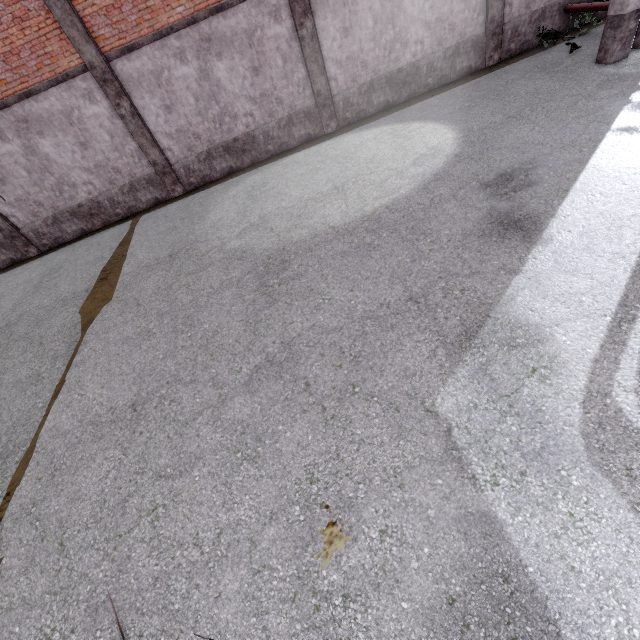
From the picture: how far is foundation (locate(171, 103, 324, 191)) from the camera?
11.0m

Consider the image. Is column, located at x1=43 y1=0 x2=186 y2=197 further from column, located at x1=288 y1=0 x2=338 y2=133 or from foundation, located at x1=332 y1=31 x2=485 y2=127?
foundation, located at x1=332 y1=31 x2=485 y2=127

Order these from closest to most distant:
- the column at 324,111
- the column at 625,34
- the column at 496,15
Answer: the column at 625,34 → the column at 324,111 → the column at 496,15

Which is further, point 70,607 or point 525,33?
point 525,33

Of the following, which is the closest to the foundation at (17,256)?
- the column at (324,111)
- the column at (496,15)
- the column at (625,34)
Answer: the column at (324,111)

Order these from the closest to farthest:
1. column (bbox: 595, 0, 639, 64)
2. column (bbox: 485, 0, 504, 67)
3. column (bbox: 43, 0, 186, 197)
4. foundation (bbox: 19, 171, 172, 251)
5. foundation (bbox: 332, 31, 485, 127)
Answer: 1. column (bbox: 595, 0, 639, 64)
2. column (bbox: 43, 0, 186, 197)
3. column (bbox: 485, 0, 504, 67)
4. foundation (bbox: 332, 31, 485, 127)
5. foundation (bbox: 19, 171, 172, 251)

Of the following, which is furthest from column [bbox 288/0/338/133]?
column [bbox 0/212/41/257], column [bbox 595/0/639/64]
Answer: column [bbox 0/212/41/257]

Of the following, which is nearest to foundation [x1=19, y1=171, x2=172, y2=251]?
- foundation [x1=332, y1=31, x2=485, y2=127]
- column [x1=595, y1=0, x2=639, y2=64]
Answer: foundation [x1=332, y1=31, x2=485, y2=127]
